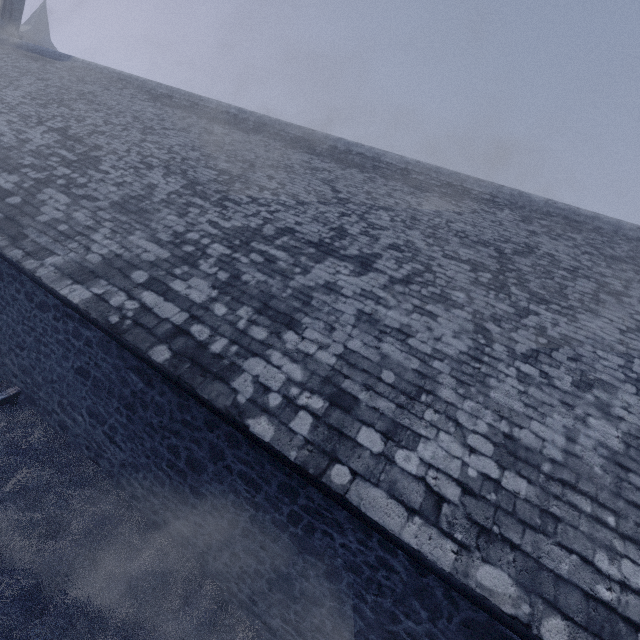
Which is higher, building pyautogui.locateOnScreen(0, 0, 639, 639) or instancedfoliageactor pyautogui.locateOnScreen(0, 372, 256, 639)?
building pyautogui.locateOnScreen(0, 0, 639, 639)

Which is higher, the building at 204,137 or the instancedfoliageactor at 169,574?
the building at 204,137

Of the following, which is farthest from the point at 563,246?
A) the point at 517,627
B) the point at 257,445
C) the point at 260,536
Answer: the point at 260,536
